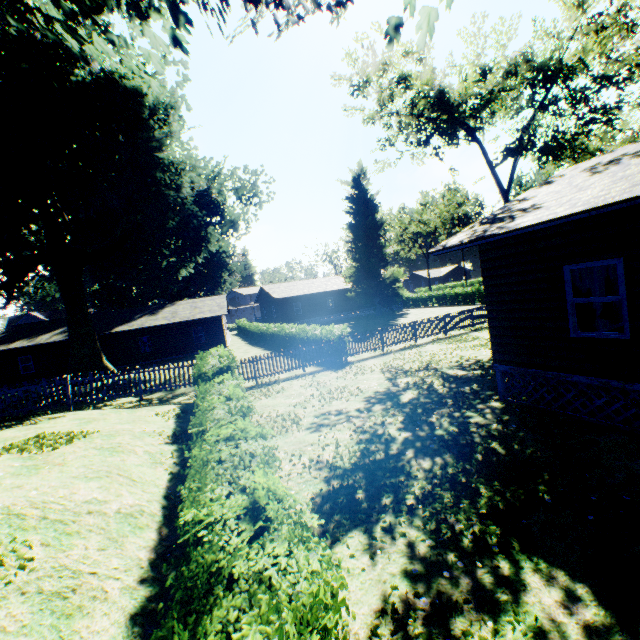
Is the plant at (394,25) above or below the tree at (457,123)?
below

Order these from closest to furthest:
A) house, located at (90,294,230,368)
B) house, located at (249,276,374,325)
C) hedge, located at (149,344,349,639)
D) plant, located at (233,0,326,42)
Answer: hedge, located at (149,344,349,639) → plant, located at (233,0,326,42) → house, located at (90,294,230,368) → house, located at (249,276,374,325)

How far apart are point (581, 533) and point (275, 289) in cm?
4213

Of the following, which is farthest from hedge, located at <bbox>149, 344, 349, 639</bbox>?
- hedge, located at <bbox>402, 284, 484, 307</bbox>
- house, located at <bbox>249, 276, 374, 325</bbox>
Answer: house, located at <bbox>249, 276, 374, 325</bbox>

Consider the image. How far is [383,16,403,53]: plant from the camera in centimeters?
519cm

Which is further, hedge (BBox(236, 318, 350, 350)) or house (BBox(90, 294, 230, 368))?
house (BBox(90, 294, 230, 368))

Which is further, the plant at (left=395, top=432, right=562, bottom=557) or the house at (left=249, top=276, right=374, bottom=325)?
the house at (left=249, top=276, right=374, bottom=325)

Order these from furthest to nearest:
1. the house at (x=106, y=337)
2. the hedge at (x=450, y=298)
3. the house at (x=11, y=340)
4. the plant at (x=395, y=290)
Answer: the plant at (x=395, y=290) → the hedge at (x=450, y=298) → the house at (x=106, y=337) → the house at (x=11, y=340)
